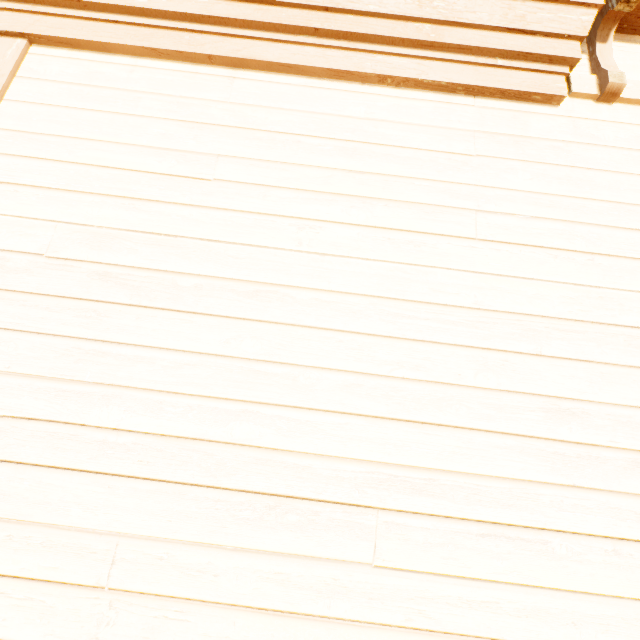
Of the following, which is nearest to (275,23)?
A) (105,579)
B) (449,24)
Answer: (449,24)
